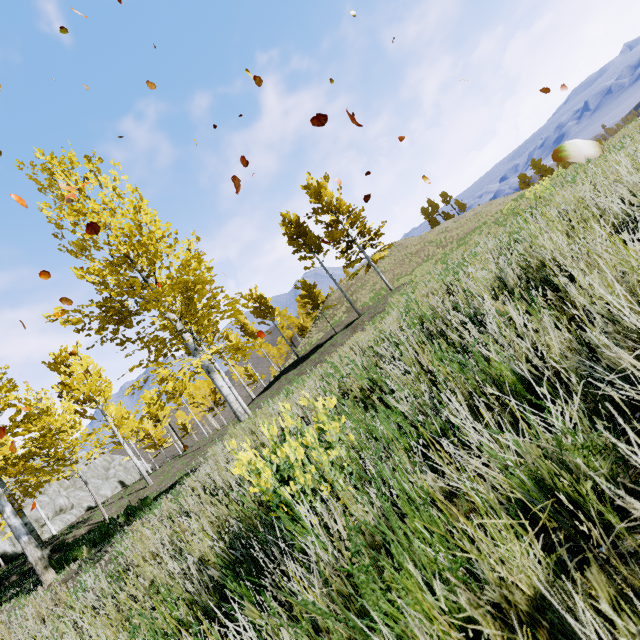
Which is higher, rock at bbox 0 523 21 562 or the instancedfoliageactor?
the instancedfoliageactor

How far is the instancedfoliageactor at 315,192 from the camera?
22.0m

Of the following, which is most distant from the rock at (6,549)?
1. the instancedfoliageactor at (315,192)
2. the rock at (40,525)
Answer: the instancedfoliageactor at (315,192)

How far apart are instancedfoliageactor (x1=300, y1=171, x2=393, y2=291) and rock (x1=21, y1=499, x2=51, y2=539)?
39.38m

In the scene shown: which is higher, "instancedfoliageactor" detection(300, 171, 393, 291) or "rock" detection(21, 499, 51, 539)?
"instancedfoliageactor" detection(300, 171, 393, 291)

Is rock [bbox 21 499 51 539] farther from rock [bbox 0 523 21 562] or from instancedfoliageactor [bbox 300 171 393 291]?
instancedfoliageactor [bbox 300 171 393 291]

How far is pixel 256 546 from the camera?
1.53m
